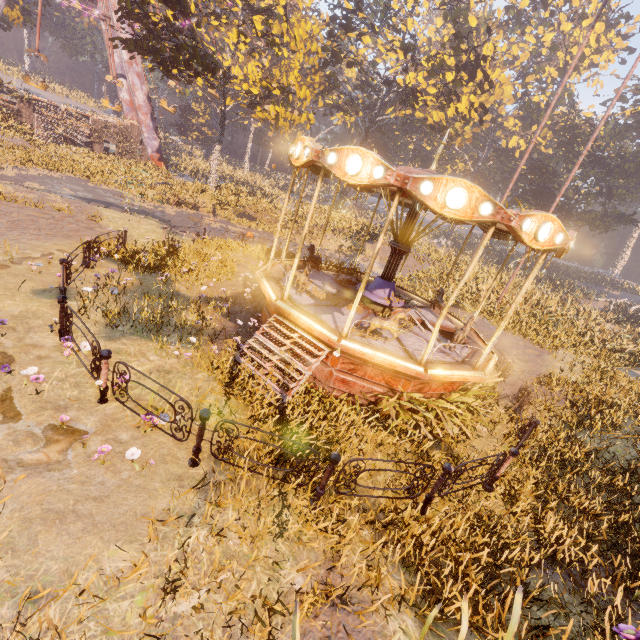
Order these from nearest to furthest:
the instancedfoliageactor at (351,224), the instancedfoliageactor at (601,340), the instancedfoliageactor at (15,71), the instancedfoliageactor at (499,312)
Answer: the instancedfoliageactor at (601,340), the instancedfoliageactor at (499,312), the instancedfoliageactor at (15,71), the instancedfoliageactor at (351,224)

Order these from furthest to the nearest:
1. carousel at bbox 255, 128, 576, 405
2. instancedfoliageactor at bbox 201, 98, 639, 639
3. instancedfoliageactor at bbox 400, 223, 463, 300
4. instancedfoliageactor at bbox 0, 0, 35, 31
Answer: instancedfoliageactor at bbox 0, 0, 35, 31, instancedfoliageactor at bbox 400, 223, 463, 300, carousel at bbox 255, 128, 576, 405, instancedfoliageactor at bbox 201, 98, 639, 639

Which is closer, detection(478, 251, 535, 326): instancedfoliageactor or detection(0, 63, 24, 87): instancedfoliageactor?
detection(478, 251, 535, 326): instancedfoliageactor

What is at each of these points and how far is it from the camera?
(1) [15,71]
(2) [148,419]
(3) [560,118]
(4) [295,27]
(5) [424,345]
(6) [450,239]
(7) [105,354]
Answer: (1) instancedfoliageactor, 53.5 meters
(2) instancedfoliageactor, 5.0 meters
(3) instancedfoliageactor, 45.2 meters
(4) tree, 20.2 meters
(5) carousel, 9.0 meters
(6) instancedfoliageactor, 59.5 meters
(7) metal fence, 5.0 meters

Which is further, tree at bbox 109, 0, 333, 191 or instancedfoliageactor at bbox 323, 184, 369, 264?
instancedfoliageactor at bbox 323, 184, 369, 264

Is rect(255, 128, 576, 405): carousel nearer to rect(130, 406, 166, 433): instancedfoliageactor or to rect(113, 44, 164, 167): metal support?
rect(130, 406, 166, 433): instancedfoliageactor

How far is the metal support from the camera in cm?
2766

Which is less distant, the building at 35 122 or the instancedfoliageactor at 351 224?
the building at 35 122
